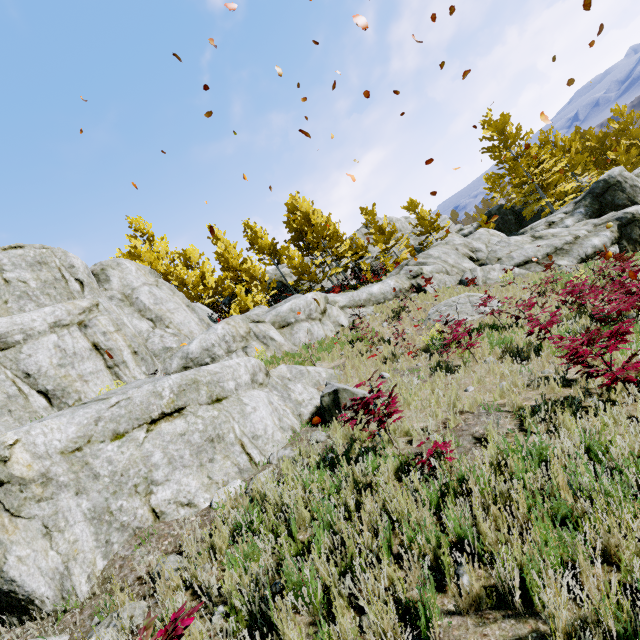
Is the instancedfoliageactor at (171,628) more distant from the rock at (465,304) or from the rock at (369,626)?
the rock at (465,304)

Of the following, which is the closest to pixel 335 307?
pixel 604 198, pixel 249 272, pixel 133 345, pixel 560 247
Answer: pixel 133 345

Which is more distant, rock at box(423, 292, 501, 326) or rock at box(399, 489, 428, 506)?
rock at box(423, 292, 501, 326)

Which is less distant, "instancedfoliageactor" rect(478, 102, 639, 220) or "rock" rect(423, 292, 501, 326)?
"rock" rect(423, 292, 501, 326)

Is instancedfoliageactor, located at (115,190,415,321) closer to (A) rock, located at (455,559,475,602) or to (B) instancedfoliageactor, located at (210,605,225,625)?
(A) rock, located at (455,559,475,602)

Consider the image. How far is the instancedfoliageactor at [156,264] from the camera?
23.8 meters

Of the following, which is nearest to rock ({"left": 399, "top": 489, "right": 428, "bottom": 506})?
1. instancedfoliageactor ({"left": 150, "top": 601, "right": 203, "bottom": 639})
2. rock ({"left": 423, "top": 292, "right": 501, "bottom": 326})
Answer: instancedfoliageactor ({"left": 150, "top": 601, "right": 203, "bottom": 639})

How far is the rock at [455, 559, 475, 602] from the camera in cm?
243
